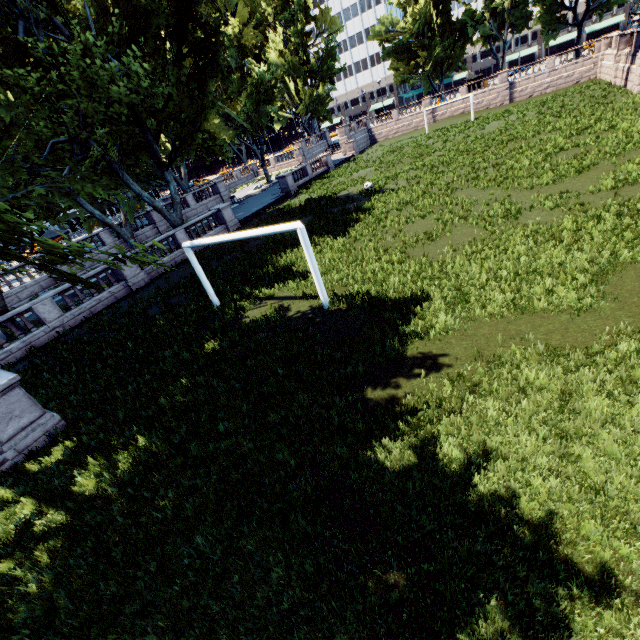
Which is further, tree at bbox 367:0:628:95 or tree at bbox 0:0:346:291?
tree at bbox 367:0:628:95

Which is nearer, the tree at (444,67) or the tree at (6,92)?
the tree at (6,92)

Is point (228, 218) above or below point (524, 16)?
below
